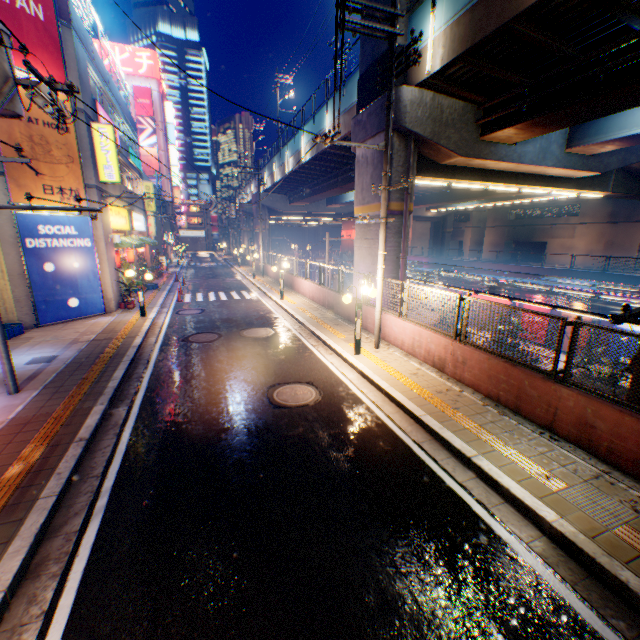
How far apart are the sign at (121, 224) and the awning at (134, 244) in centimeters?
34cm

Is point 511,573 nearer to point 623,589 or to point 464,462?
point 623,589

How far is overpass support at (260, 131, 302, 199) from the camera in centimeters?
2623cm

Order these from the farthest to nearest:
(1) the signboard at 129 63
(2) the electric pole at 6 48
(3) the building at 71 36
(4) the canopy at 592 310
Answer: (1) the signboard at 129 63 → (4) the canopy at 592 310 → (3) the building at 71 36 → (2) the electric pole at 6 48

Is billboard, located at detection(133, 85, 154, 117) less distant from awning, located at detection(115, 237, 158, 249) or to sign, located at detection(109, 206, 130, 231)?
sign, located at detection(109, 206, 130, 231)

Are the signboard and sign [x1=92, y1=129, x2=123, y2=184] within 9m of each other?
no

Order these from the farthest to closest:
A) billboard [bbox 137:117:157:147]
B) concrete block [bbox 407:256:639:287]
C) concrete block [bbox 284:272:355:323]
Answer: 1. billboard [bbox 137:117:157:147]
2. concrete block [bbox 407:256:639:287]
3. concrete block [bbox 284:272:355:323]

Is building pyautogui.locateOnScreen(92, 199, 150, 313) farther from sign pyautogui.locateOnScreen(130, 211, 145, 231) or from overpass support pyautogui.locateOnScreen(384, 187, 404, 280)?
overpass support pyautogui.locateOnScreen(384, 187, 404, 280)
